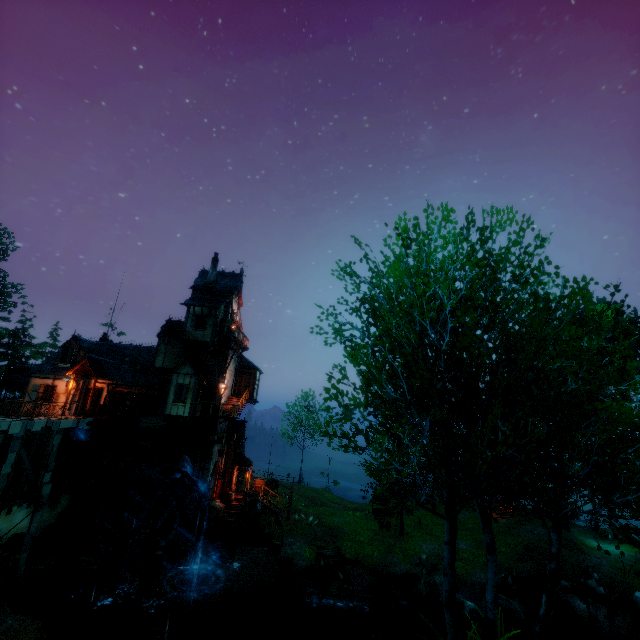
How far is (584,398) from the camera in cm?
770

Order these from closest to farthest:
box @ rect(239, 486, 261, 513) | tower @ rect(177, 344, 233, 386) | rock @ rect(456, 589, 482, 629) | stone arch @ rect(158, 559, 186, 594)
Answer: rock @ rect(456, 589, 482, 629) < stone arch @ rect(158, 559, 186, 594) < box @ rect(239, 486, 261, 513) < tower @ rect(177, 344, 233, 386)

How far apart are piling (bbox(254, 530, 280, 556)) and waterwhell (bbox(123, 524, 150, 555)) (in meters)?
9.46

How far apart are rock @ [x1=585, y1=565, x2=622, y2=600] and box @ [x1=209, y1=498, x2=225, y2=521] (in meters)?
26.14

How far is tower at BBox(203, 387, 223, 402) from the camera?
25.16m

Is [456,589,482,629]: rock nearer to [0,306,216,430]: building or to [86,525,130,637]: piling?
[0,306,216,430]: building

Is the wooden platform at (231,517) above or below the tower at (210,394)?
below

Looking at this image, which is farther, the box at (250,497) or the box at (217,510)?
the box at (250,497)
